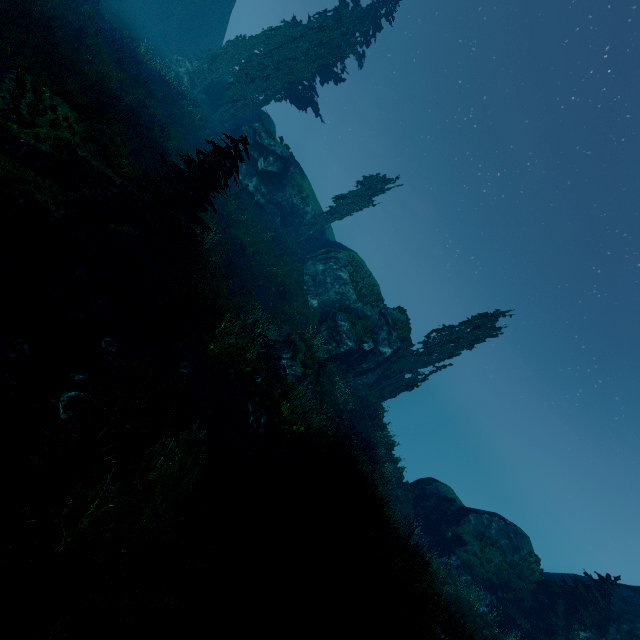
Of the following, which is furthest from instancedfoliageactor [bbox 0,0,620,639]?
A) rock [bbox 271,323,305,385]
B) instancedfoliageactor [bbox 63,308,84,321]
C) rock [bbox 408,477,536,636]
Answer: rock [bbox 271,323,305,385]

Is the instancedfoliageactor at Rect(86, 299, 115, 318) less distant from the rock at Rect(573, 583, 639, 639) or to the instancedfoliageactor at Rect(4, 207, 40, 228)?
the instancedfoliageactor at Rect(4, 207, 40, 228)

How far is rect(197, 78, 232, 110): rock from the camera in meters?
33.6

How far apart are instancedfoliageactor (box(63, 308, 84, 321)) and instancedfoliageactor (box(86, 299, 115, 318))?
0.4m

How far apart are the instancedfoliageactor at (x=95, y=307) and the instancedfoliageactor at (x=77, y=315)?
0.4m

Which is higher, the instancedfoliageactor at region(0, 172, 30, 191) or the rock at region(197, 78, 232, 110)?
the rock at region(197, 78, 232, 110)

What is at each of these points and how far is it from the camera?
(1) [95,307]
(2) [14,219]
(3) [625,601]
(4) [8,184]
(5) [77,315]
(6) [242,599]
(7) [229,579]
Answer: (1) instancedfoliageactor, 7.9m
(2) instancedfoliageactor, 7.4m
(3) rock, 19.2m
(4) instancedfoliageactor, 7.4m
(5) instancedfoliageactor, 7.2m
(6) instancedfoliageactor, 4.7m
(7) instancedfoliageactor, 4.7m

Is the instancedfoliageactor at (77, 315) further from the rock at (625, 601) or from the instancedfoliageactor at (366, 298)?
the rock at (625, 601)
